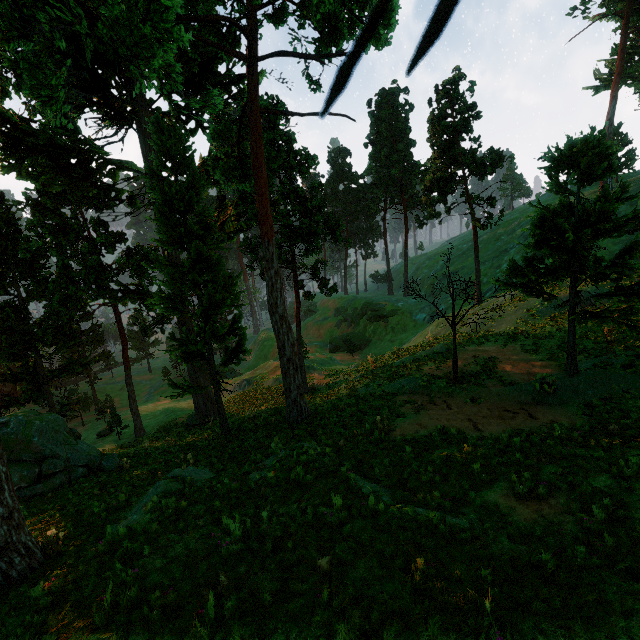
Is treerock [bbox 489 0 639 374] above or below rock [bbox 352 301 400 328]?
above

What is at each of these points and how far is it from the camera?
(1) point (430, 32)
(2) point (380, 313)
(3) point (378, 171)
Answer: (1) treerock, 0.21m
(2) rock, 53.88m
(3) treerock, 58.53m

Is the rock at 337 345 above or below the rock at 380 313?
below

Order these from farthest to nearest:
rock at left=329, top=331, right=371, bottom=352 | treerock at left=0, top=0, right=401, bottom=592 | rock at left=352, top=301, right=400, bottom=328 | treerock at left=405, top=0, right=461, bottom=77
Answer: rock at left=329, top=331, right=371, bottom=352, rock at left=352, top=301, right=400, bottom=328, treerock at left=0, top=0, right=401, bottom=592, treerock at left=405, top=0, right=461, bottom=77

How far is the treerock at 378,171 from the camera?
30.95m

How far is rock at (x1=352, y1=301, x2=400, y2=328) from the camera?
53.69m

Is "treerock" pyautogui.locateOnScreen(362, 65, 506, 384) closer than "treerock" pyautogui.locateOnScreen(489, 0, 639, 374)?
No

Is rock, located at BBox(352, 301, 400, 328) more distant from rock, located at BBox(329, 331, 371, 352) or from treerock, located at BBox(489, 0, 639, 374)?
treerock, located at BBox(489, 0, 639, 374)
